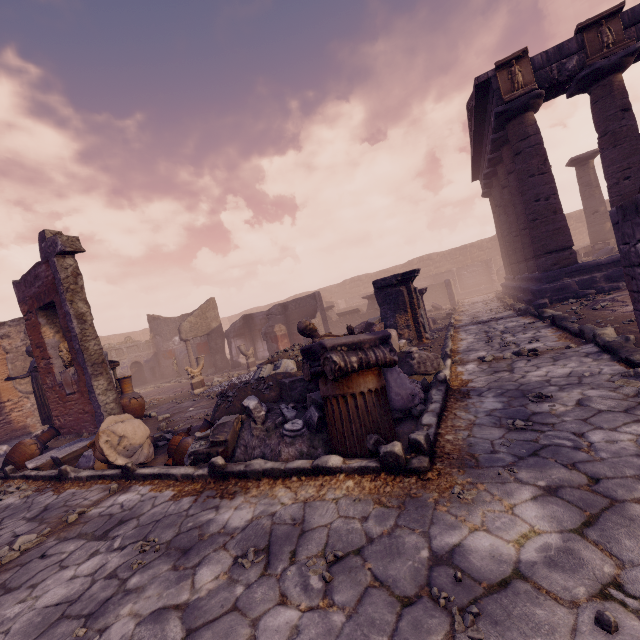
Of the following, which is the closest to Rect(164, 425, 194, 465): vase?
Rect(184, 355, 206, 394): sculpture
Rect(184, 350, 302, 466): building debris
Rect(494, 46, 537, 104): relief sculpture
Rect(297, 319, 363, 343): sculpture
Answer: Rect(184, 350, 302, 466): building debris

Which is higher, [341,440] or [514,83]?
[514,83]

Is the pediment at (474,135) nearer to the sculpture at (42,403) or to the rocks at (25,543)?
the rocks at (25,543)

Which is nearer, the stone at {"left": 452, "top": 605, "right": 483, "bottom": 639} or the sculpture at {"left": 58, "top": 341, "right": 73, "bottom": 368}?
the stone at {"left": 452, "top": 605, "right": 483, "bottom": 639}

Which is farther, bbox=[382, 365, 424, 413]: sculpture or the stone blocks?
the stone blocks

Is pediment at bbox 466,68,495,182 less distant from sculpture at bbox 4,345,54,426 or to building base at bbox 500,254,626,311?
building base at bbox 500,254,626,311

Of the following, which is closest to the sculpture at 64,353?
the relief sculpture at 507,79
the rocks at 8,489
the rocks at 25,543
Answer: the rocks at 8,489

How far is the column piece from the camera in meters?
3.4 m
